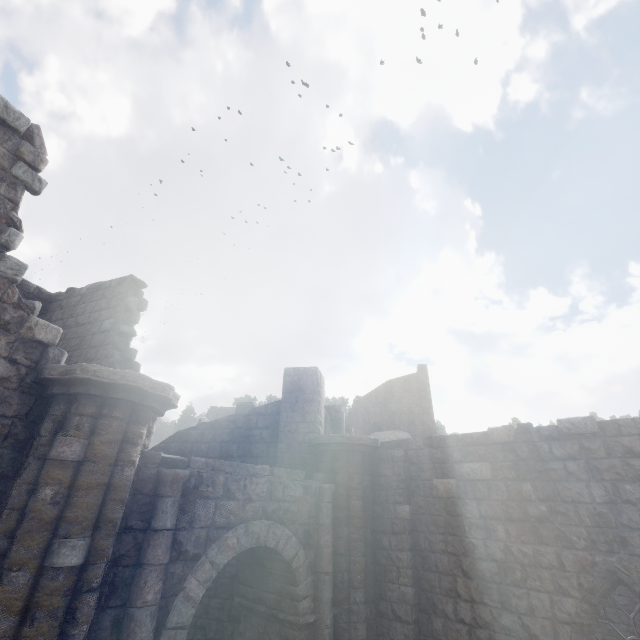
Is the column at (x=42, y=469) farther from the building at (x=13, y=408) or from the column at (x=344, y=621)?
the column at (x=344, y=621)

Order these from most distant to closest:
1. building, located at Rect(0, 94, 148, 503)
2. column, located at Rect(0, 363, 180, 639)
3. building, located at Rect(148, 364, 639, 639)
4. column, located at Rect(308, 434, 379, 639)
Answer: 1. column, located at Rect(308, 434, 379, 639)
2. building, located at Rect(148, 364, 639, 639)
3. building, located at Rect(0, 94, 148, 503)
4. column, located at Rect(0, 363, 180, 639)

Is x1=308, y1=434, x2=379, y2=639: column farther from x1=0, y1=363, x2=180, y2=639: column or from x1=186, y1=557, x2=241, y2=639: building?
x1=0, y1=363, x2=180, y2=639: column

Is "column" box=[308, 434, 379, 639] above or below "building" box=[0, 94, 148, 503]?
below

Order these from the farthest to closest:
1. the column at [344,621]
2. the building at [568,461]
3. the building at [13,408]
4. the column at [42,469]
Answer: the column at [344,621] → the building at [568,461] → the building at [13,408] → the column at [42,469]

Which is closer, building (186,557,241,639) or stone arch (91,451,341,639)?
stone arch (91,451,341,639)

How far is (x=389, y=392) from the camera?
43.91m

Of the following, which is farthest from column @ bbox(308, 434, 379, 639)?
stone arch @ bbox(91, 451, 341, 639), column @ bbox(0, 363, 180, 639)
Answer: column @ bbox(0, 363, 180, 639)
